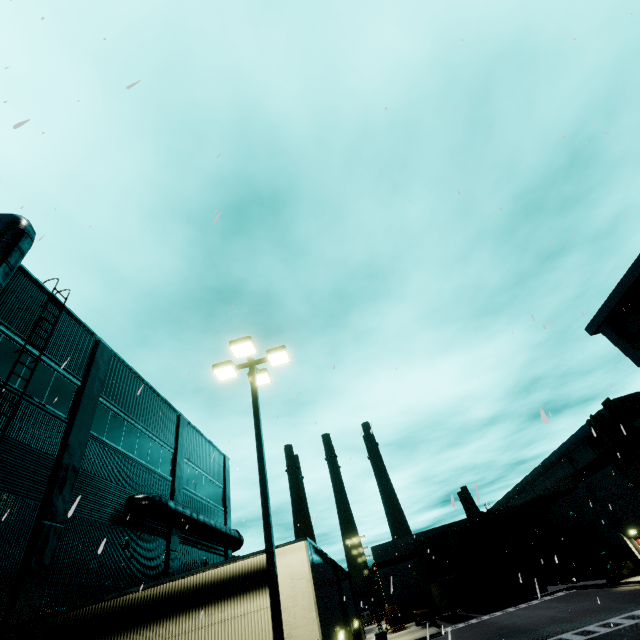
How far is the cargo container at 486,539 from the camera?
37.8m

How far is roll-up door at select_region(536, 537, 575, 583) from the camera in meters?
39.4

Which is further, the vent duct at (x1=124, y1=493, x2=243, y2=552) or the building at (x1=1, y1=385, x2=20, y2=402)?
the vent duct at (x1=124, y1=493, x2=243, y2=552)

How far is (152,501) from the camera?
14.5m

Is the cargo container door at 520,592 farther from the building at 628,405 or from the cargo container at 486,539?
the building at 628,405

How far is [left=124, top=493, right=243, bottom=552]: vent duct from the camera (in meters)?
14.06

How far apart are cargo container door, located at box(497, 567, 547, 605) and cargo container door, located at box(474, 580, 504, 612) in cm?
87

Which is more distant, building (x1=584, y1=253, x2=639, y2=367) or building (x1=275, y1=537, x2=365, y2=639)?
building (x1=584, y1=253, x2=639, y2=367)
